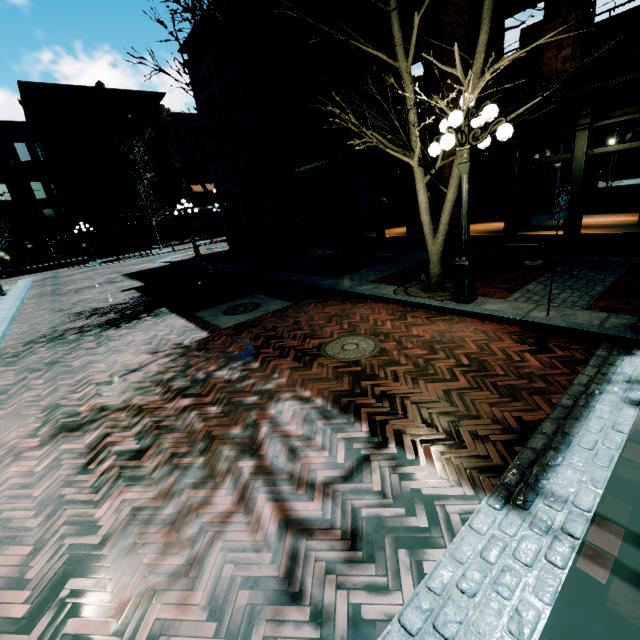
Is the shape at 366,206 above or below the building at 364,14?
below

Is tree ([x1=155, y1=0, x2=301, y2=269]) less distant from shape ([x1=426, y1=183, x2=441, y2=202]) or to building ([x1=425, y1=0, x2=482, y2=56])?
building ([x1=425, y1=0, x2=482, y2=56])

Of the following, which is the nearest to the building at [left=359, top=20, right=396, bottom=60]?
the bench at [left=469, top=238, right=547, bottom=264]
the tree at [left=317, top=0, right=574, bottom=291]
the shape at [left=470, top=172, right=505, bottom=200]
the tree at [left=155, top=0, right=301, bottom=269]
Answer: the bench at [left=469, top=238, right=547, bottom=264]

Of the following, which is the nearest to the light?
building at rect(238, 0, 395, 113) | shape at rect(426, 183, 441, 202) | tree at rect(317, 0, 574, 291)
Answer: tree at rect(317, 0, 574, 291)

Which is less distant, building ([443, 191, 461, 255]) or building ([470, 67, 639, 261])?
building ([470, 67, 639, 261])

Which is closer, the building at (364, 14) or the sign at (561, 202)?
the sign at (561, 202)

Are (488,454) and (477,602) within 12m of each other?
yes

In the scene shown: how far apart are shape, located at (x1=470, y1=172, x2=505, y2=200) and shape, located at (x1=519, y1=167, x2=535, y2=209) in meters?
5.4
